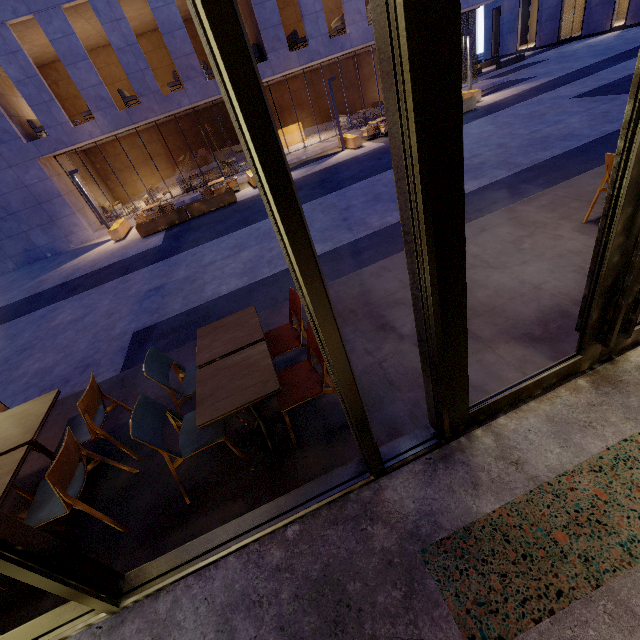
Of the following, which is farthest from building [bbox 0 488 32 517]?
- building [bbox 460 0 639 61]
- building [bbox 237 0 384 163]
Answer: Answer: building [bbox 460 0 639 61]

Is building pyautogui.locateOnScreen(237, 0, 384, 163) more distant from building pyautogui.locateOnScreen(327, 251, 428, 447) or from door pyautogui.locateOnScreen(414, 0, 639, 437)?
door pyautogui.locateOnScreen(414, 0, 639, 437)

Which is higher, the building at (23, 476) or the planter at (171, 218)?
the building at (23, 476)

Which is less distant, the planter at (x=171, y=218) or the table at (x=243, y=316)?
the table at (x=243, y=316)

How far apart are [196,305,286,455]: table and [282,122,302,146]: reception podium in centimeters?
2052cm

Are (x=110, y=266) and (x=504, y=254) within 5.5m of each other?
no

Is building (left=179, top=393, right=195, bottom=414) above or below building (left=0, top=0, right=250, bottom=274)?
below

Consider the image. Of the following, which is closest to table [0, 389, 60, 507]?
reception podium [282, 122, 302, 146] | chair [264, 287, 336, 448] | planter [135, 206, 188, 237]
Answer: chair [264, 287, 336, 448]
